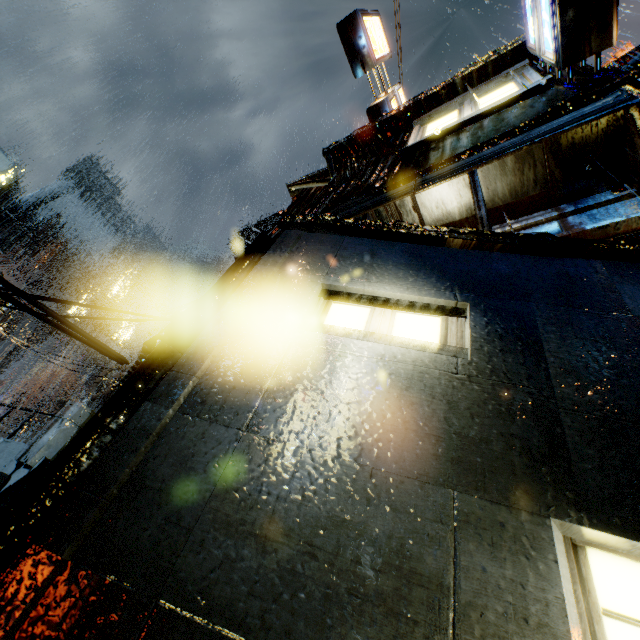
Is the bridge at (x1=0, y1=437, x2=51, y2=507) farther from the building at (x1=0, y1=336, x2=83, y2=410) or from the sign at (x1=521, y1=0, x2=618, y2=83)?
the sign at (x1=521, y1=0, x2=618, y2=83)

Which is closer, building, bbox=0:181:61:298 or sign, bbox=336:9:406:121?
sign, bbox=336:9:406:121

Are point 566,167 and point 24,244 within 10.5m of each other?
no

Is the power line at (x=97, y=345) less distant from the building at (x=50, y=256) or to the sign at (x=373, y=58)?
the building at (x=50, y=256)

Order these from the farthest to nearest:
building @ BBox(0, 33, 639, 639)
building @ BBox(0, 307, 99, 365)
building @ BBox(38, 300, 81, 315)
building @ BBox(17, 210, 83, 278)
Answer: building @ BBox(38, 300, 81, 315)
building @ BBox(17, 210, 83, 278)
building @ BBox(0, 307, 99, 365)
building @ BBox(0, 33, 639, 639)

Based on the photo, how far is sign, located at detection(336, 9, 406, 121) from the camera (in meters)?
8.73

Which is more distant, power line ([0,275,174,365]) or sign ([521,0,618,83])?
sign ([521,0,618,83])

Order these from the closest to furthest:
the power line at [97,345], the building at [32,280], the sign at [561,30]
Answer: the power line at [97,345] → the sign at [561,30] → the building at [32,280]
